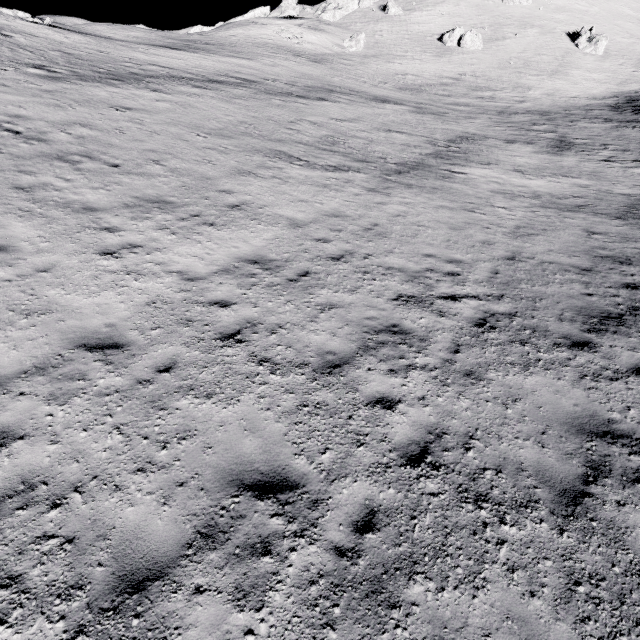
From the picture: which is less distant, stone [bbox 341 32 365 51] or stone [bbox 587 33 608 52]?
stone [bbox 341 32 365 51]

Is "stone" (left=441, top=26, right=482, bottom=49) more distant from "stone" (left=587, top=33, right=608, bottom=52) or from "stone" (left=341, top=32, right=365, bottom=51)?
"stone" (left=587, top=33, right=608, bottom=52)

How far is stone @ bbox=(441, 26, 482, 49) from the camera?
57.2m

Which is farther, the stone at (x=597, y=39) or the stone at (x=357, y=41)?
the stone at (x=597, y=39)

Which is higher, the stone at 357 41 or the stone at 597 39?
the stone at 597 39

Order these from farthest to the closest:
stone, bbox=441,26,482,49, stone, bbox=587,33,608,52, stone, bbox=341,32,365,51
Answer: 1. stone, bbox=587,33,608,52
2. stone, bbox=441,26,482,49
3. stone, bbox=341,32,365,51

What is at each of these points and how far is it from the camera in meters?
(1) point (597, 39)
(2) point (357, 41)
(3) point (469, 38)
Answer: (1) stone, 59.5 m
(2) stone, 54.2 m
(3) stone, 57.3 m
